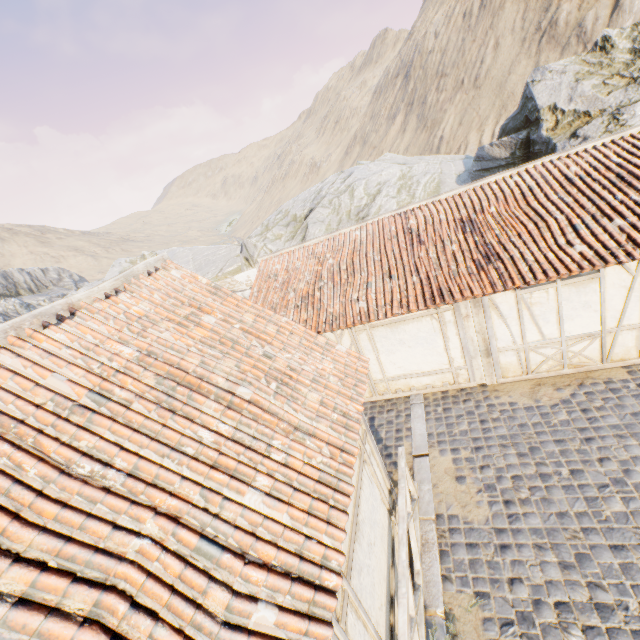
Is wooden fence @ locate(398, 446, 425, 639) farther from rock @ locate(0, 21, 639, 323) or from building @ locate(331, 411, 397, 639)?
rock @ locate(0, 21, 639, 323)

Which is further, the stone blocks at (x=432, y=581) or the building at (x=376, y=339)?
the building at (x=376, y=339)

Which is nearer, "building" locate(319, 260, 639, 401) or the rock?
"building" locate(319, 260, 639, 401)

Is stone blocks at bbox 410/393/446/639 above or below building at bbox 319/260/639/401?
below

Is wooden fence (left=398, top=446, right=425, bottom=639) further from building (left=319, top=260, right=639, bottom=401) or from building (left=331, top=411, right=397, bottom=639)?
building (left=319, top=260, right=639, bottom=401)

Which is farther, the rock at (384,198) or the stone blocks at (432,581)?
the rock at (384,198)

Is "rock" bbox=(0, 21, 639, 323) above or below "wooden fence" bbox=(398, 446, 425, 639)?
above

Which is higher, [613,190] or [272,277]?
[272,277]
